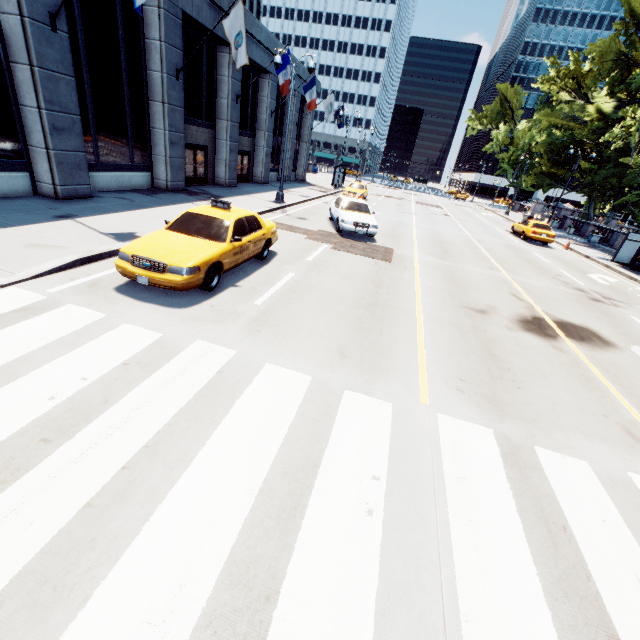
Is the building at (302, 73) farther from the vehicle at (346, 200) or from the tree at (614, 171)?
the tree at (614, 171)

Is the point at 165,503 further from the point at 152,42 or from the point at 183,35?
the point at 183,35

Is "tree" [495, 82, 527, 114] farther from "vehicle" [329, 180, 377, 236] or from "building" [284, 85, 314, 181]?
"building" [284, 85, 314, 181]

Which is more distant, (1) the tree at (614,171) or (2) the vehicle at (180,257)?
(1) the tree at (614,171)

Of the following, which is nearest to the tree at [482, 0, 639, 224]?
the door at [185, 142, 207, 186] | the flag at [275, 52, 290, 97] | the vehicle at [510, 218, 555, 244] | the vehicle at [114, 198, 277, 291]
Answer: the vehicle at [510, 218, 555, 244]

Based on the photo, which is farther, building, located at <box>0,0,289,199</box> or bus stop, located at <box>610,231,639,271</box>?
bus stop, located at <box>610,231,639,271</box>

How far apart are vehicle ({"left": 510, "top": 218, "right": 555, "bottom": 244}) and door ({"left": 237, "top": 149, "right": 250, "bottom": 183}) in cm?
2208

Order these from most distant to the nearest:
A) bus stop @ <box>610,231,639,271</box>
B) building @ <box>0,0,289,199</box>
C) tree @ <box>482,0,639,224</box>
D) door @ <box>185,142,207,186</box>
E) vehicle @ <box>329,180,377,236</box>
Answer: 1. tree @ <box>482,0,639,224</box>
2. bus stop @ <box>610,231,639,271</box>
3. door @ <box>185,142,207,186</box>
4. vehicle @ <box>329,180,377,236</box>
5. building @ <box>0,0,289,199</box>
